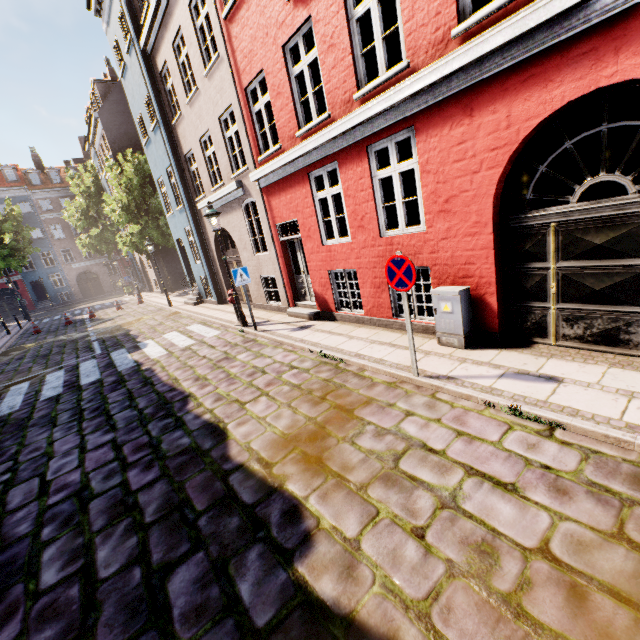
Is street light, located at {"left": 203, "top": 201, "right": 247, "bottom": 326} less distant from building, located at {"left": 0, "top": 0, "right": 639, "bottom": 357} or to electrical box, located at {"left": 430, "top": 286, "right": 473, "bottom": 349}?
building, located at {"left": 0, "top": 0, "right": 639, "bottom": 357}

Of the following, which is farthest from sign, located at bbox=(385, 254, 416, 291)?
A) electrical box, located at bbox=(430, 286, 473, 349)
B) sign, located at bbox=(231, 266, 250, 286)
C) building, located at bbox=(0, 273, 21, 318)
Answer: building, located at bbox=(0, 273, 21, 318)

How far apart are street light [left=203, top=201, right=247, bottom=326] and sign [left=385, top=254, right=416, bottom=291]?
6.4m

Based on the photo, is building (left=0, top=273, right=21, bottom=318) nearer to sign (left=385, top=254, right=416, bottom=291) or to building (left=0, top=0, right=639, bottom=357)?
building (left=0, top=0, right=639, bottom=357)

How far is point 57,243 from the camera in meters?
39.5 m

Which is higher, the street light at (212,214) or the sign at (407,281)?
the street light at (212,214)

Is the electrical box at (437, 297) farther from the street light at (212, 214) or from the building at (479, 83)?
the street light at (212, 214)

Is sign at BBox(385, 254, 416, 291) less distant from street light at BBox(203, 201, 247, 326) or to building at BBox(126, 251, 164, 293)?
building at BBox(126, 251, 164, 293)
